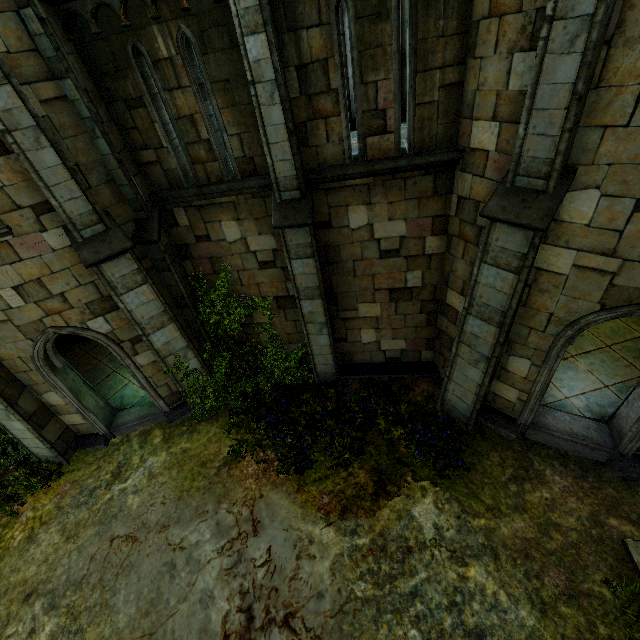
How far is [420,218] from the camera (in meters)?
7.07

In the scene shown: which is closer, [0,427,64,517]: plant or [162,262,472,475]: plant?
[162,262,472,475]: plant

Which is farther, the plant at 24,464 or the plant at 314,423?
the plant at 24,464

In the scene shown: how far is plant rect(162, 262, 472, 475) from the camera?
8.0m

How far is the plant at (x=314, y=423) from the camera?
8.0m
